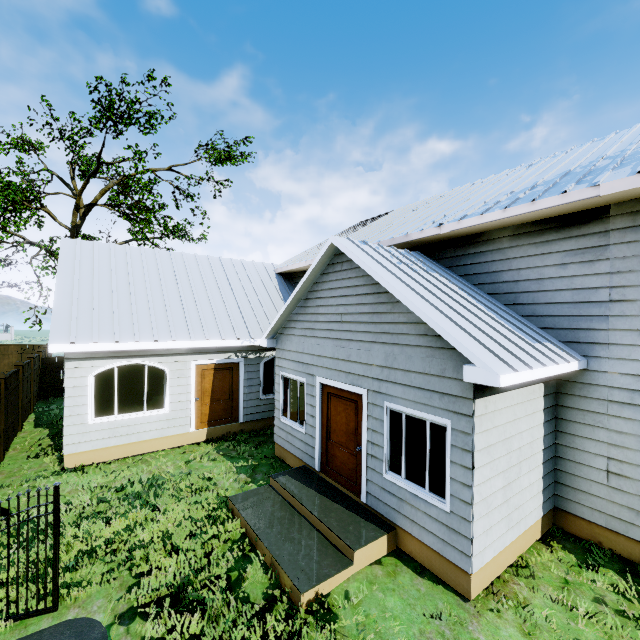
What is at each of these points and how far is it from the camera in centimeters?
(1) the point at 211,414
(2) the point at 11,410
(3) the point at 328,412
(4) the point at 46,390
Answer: (1) door, 1059cm
(2) fence, 1008cm
(3) door, 744cm
(4) fence, 1571cm

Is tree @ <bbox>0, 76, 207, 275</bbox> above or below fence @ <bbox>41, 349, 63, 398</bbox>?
above

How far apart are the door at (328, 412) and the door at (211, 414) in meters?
4.4

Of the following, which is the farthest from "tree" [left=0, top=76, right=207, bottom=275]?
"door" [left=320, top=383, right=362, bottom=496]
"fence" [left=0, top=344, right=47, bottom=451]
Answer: "door" [left=320, top=383, right=362, bottom=496]

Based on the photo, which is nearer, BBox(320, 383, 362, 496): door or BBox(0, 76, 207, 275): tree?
BBox(320, 383, 362, 496): door

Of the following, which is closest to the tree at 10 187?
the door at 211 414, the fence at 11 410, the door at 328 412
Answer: the fence at 11 410

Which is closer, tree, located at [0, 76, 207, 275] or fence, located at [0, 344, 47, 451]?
fence, located at [0, 344, 47, 451]
